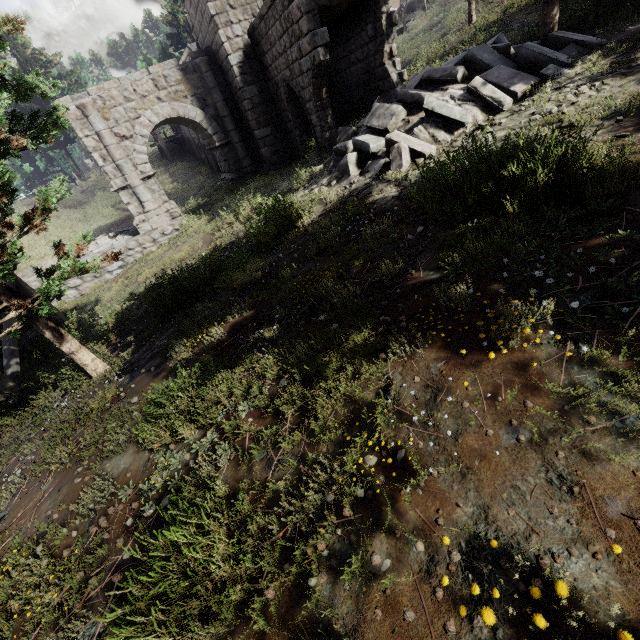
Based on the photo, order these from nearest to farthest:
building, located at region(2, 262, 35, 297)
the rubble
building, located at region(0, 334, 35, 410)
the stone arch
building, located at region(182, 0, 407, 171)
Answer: the rubble → building, located at region(0, 334, 35, 410) → building, located at region(182, 0, 407, 171) → building, located at region(2, 262, 35, 297) → the stone arch

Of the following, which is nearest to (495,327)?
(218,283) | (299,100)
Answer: (218,283)

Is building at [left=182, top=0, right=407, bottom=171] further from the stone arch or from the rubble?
the rubble

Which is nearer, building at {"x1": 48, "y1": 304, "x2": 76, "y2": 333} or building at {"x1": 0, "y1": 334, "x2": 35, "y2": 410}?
building at {"x1": 0, "y1": 334, "x2": 35, "y2": 410}

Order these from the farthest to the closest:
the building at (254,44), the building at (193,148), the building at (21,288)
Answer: the building at (193,148) < the building at (21,288) < the building at (254,44)

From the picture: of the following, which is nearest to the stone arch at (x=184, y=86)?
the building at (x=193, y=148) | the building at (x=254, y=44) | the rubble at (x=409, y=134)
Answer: the building at (x=254, y=44)

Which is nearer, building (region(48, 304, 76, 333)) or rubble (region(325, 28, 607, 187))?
rubble (region(325, 28, 607, 187))

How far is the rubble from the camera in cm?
682
